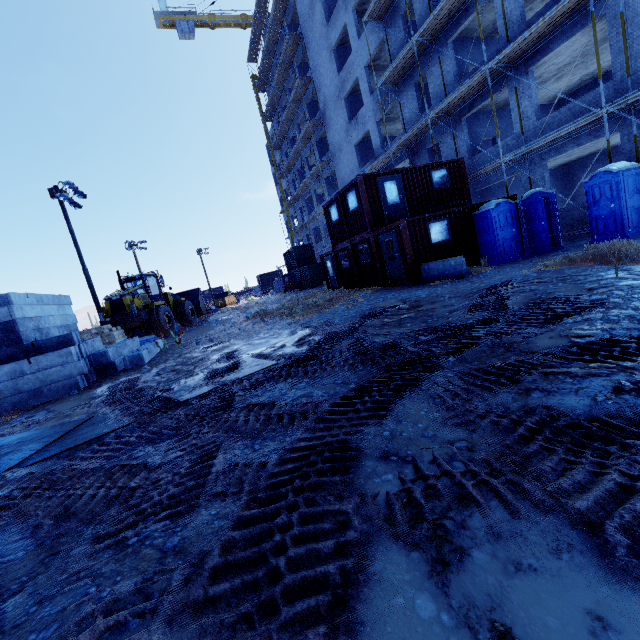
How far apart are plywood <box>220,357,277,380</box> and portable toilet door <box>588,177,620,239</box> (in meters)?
11.96

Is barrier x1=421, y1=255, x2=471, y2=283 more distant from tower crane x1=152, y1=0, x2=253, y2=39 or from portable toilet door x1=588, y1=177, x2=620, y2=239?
tower crane x1=152, y1=0, x2=253, y2=39

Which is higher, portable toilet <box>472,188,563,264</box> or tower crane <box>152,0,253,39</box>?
tower crane <box>152,0,253,39</box>

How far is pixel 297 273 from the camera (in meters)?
37.88

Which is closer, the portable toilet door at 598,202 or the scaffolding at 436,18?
the portable toilet door at 598,202

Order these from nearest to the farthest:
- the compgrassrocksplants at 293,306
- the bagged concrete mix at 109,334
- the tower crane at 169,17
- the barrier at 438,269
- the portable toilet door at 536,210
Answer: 1. the barrier at 438,269
2. the portable toilet door at 536,210
3. the compgrassrocksplants at 293,306
4. the bagged concrete mix at 109,334
5. the tower crane at 169,17

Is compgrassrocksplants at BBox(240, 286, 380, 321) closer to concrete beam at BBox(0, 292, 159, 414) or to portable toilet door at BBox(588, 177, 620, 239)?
concrete beam at BBox(0, 292, 159, 414)

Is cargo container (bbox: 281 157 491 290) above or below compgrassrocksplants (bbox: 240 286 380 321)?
above
